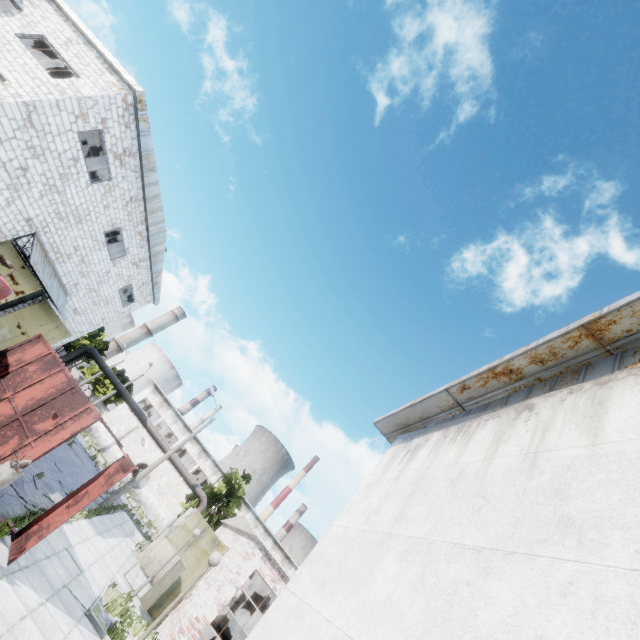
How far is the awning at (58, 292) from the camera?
15.9m

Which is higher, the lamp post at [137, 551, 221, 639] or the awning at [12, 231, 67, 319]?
the awning at [12, 231, 67, 319]

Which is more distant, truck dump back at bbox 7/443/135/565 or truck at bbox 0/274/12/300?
truck at bbox 0/274/12/300

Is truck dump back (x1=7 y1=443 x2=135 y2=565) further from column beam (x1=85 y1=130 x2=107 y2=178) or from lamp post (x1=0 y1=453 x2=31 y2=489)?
column beam (x1=85 y1=130 x2=107 y2=178)

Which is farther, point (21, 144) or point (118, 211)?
point (118, 211)

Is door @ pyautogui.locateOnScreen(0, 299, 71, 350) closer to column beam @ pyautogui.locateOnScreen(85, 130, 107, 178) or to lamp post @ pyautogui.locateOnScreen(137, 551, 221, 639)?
column beam @ pyautogui.locateOnScreen(85, 130, 107, 178)

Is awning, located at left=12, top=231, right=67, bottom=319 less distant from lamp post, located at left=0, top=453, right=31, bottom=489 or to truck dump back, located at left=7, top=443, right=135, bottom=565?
truck dump back, located at left=7, top=443, right=135, bottom=565

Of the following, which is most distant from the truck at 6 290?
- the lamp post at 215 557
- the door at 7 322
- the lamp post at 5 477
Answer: the door at 7 322
